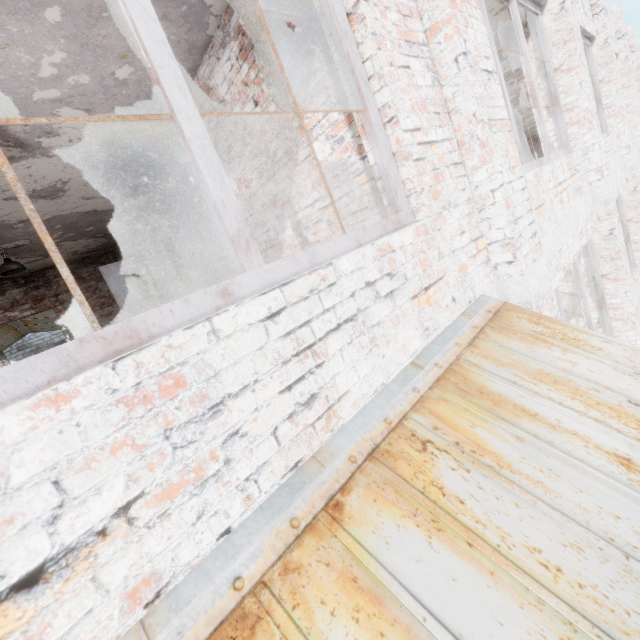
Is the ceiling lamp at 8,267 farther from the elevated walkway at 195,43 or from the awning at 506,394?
the awning at 506,394

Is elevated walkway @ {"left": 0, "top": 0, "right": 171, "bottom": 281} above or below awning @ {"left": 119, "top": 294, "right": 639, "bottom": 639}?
above

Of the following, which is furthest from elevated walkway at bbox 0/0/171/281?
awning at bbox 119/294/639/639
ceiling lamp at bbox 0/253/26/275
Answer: awning at bbox 119/294/639/639

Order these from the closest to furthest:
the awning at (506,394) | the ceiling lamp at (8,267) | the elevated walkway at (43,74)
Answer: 1. the awning at (506,394)
2. the elevated walkway at (43,74)
3. the ceiling lamp at (8,267)

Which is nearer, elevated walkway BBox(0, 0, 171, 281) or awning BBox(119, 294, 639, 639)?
awning BBox(119, 294, 639, 639)

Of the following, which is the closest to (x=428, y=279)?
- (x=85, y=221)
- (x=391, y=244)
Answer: (x=391, y=244)

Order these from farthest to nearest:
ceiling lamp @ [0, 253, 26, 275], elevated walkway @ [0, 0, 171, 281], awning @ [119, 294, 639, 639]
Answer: ceiling lamp @ [0, 253, 26, 275] < elevated walkway @ [0, 0, 171, 281] < awning @ [119, 294, 639, 639]

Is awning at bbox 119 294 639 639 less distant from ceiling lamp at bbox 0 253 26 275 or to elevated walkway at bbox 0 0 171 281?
elevated walkway at bbox 0 0 171 281
